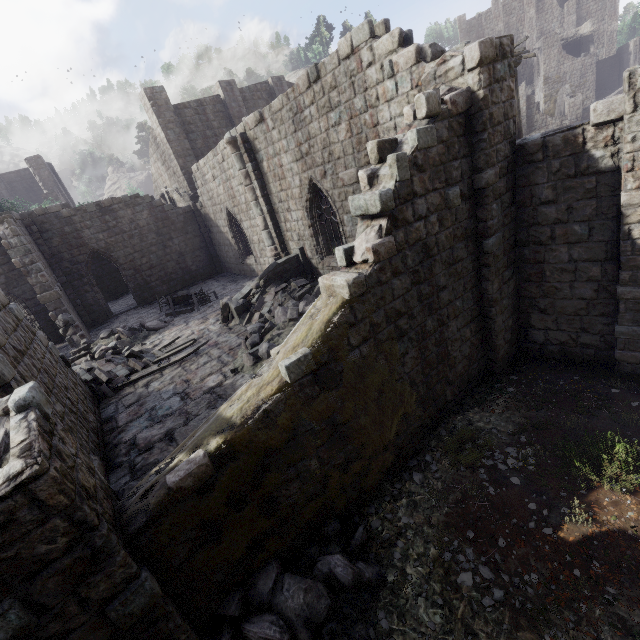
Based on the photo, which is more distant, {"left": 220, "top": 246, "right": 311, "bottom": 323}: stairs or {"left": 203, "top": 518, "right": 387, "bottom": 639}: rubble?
{"left": 220, "top": 246, "right": 311, "bottom": 323}: stairs

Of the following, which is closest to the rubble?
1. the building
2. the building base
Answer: the building

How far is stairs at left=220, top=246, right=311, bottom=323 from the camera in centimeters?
1260cm

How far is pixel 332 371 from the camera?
5.51m

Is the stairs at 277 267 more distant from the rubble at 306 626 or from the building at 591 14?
the rubble at 306 626

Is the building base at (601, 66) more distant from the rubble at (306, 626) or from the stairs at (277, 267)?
the rubble at (306, 626)

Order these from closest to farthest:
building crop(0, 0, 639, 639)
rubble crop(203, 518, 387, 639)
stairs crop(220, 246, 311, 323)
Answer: building crop(0, 0, 639, 639) → rubble crop(203, 518, 387, 639) → stairs crop(220, 246, 311, 323)

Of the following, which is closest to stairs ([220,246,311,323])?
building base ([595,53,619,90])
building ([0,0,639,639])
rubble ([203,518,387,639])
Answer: building ([0,0,639,639])
